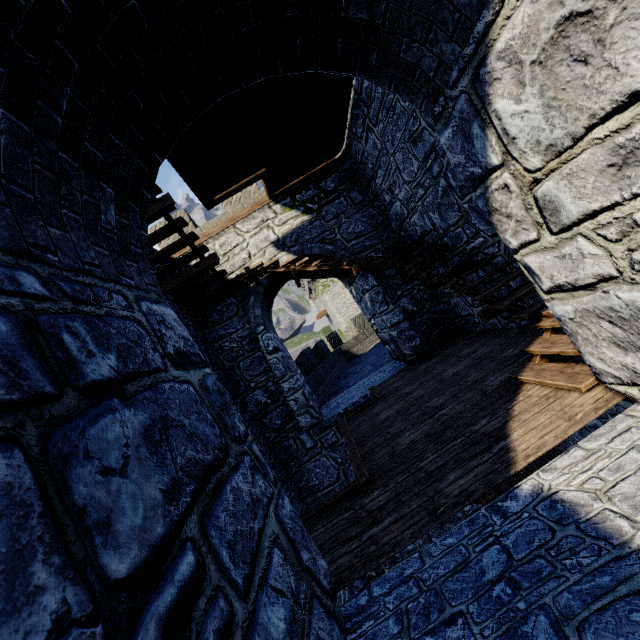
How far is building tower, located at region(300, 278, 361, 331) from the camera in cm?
4416

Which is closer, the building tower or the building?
the building

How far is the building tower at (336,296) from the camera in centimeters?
4416cm

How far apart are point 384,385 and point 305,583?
6.3 meters

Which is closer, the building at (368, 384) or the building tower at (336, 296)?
the building at (368, 384)
